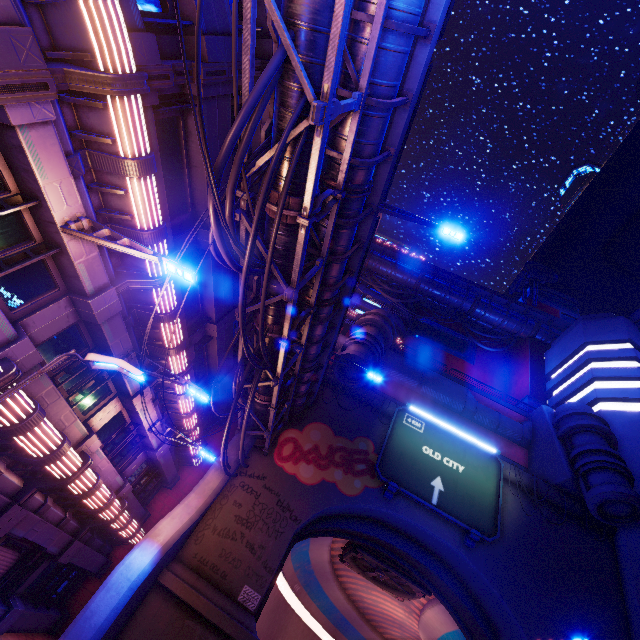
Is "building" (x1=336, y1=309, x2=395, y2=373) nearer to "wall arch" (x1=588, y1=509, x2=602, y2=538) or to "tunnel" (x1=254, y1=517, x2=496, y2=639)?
"wall arch" (x1=588, y1=509, x2=602, y2=538)

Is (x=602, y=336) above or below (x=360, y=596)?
above

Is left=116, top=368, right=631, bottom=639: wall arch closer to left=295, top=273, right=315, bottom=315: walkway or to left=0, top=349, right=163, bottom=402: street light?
left=295, top=273, right=315, bottom=315: walkway

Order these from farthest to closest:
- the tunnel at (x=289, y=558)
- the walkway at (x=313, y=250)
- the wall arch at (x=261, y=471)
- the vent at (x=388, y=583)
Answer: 1. the vent at (x=388, y=583)
2. the tunnel at (x=289, y=558)
3. the wall arch at (x=261, y=471)
4. the walkway at (x=313, y=250)

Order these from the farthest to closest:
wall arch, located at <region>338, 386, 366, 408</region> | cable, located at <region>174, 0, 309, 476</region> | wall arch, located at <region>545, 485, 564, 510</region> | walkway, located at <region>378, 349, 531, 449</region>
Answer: walkway, located at <region>378, 349, 531, 449</region> → wall arch, located at <region>338, 386, 366, 408</region> → wall arch, located at <region>545, 485, 564, 510</region> → cable, located at <region>174, 0, 309, 476</region>

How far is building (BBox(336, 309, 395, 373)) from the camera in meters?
20.9 m

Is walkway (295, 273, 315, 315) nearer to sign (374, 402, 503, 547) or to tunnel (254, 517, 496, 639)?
sign (374, 402, 503, 547)

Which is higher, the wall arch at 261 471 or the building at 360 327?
the building at 360 327
